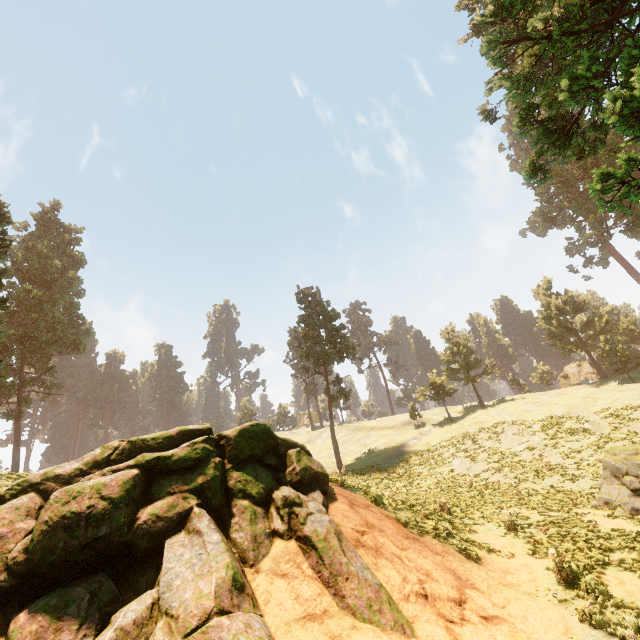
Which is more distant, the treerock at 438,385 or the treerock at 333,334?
the treerock at 438,385

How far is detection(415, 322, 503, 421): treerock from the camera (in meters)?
45.81

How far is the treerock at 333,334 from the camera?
38.22m

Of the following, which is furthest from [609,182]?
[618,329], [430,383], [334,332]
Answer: [334,332]

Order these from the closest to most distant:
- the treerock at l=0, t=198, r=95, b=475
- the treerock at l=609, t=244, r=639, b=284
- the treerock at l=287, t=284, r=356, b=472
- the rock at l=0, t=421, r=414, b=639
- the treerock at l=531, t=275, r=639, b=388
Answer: the rock at l=0, t=421, r=414, b=639 < the treerock at l=0, t=198, r=95, b=475 < the treerock at l=287, t=284, r=356, b=472 < the treerock at l=531, t=275, r=639, b=388 < the treerock at l=609, t=244, r=639, b=284

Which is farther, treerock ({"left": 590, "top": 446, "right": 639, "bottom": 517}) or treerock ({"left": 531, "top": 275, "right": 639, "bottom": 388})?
treerock ({"left": 531, "top": 275, "right": 639, "bottom": 388})
